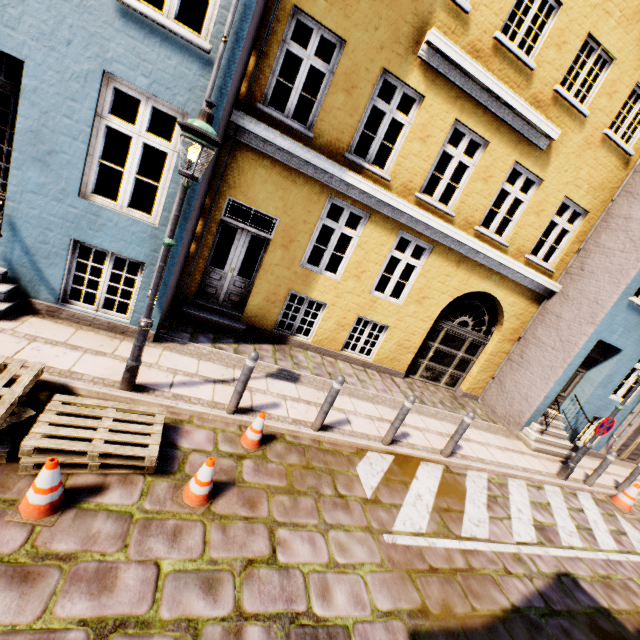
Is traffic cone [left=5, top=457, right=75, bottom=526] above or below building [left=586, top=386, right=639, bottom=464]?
below

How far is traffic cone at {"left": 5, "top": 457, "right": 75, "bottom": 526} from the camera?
2.8m

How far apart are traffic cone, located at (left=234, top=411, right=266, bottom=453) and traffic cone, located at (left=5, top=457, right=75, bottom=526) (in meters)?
1.96

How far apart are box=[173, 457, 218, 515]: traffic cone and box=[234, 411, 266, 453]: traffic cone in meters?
0.8

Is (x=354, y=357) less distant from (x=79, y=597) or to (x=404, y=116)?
(x=404, y=116)

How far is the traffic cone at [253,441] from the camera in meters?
4.7

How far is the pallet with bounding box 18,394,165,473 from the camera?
3.18m

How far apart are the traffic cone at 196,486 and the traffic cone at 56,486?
0.9m
